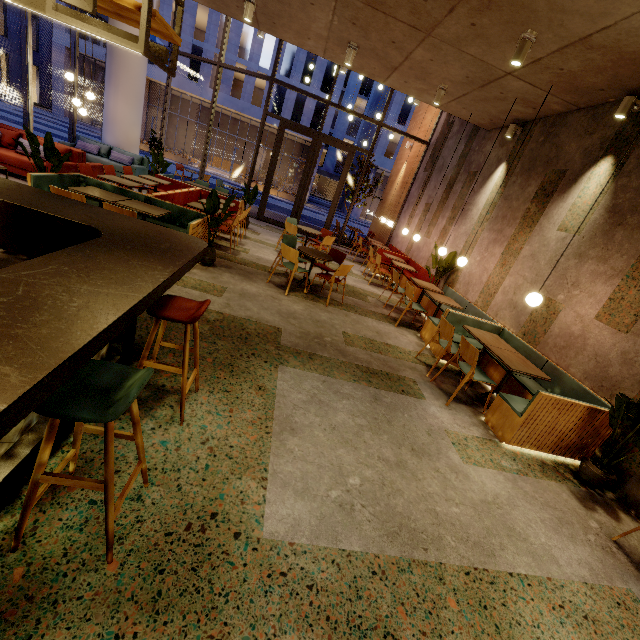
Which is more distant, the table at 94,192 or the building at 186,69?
the building at 186,69

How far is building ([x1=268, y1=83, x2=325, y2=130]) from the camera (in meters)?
31.08

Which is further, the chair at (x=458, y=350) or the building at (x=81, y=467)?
the chair at (x=458, y=350)

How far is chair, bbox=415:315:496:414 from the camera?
4.1 meters

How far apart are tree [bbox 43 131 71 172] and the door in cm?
741

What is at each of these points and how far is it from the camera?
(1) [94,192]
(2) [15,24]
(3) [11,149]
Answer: (1) table, 5.13m
(2) building, 30.53m
(3) couch, 7.45m

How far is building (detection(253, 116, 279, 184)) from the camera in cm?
3190

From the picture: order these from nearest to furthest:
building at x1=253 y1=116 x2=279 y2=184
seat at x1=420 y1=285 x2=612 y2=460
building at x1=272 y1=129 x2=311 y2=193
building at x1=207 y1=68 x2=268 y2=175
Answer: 1. seat at x1=420 y1=285 x2=612 y2=460
2. building at x1=207 y1=68 x2=268 y2=175
3. building at x1=253 y1=116 x2=279 y2=184
4. building at x1=272 y1=129 x2=311 y2=193
